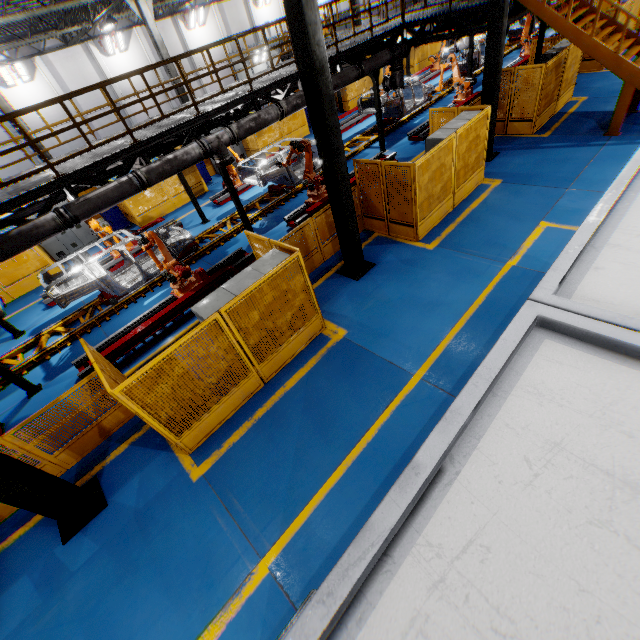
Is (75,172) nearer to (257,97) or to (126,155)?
(126,155)

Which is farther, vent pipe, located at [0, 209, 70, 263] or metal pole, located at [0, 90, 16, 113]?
metal pole, located at [0, 90, 16, 113]

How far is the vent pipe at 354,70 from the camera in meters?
11.2

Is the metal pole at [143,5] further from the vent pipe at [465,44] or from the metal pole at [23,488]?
the metal pole at [23,488]

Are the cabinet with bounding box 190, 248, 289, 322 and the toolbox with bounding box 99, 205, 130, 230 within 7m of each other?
no

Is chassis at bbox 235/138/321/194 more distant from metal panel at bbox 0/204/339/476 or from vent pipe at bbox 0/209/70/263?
metal panel at bbox 0/204/339/476

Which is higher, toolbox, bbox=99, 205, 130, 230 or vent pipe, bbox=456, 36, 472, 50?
vent pipe, bbox=456, 36, 472, 50

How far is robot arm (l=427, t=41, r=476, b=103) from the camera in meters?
15.9 m
